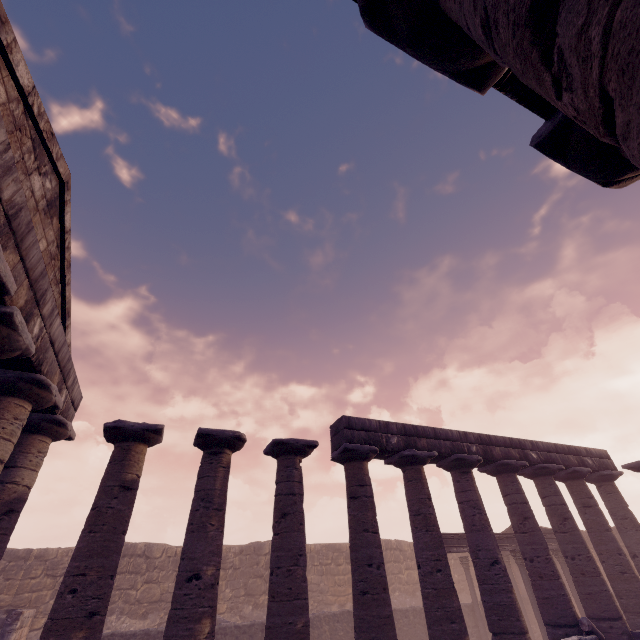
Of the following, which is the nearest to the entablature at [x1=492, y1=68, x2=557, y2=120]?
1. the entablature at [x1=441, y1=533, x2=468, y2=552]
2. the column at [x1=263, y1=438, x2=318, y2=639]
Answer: the column at [x1=263, y1=438, x2=318, y2=639]

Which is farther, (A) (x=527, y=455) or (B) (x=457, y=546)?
(B) (x=457, y=546)

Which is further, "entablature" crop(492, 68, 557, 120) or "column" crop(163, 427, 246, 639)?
"column" crop(163, 427, 246, 639)

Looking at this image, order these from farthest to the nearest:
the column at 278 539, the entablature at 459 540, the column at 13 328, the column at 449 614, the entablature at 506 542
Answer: the entablature at 506 542 → the entablature at 459 540 → the column at 449 614 → the column at 278 539 → the column at 13 328

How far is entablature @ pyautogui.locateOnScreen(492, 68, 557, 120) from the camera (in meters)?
2.87

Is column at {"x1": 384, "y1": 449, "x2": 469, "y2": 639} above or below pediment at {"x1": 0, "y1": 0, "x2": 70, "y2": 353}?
below

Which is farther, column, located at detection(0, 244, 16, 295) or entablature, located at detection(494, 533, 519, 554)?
entablature, located at detection(494, 533, 519, 554)

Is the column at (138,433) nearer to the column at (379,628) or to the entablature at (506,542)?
the column at (379,628)
